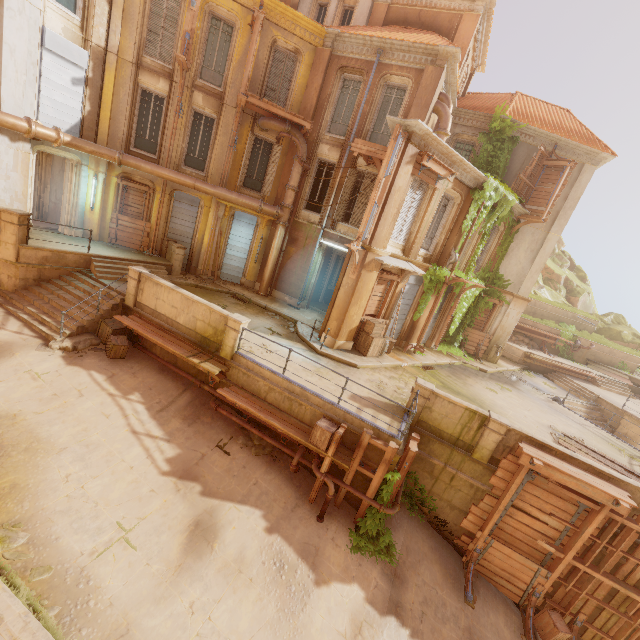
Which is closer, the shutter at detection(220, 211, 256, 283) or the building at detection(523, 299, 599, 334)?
the shutter at detection(220, 211, 256, 283)

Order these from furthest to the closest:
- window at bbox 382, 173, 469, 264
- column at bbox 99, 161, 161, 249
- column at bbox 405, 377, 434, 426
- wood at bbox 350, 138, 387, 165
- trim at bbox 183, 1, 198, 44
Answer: column at bbox 99, 161, 161, 249 < window at bbox 382, 173, 469, 264 < trim at bbox 183, 1, 198, 44 < wood at bbox 350, 138, 387, 165 < column at bbox 405, 377, 434, 426

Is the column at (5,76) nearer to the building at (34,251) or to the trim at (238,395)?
the building at (34,251)

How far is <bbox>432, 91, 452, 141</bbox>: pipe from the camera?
14.4m

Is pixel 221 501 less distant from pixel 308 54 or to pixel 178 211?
pixel 178 211

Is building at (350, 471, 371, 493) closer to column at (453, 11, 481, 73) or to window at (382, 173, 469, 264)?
window at (382, 173, 469, 264)

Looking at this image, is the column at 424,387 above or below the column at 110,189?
below

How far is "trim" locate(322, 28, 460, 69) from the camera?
13.4m
